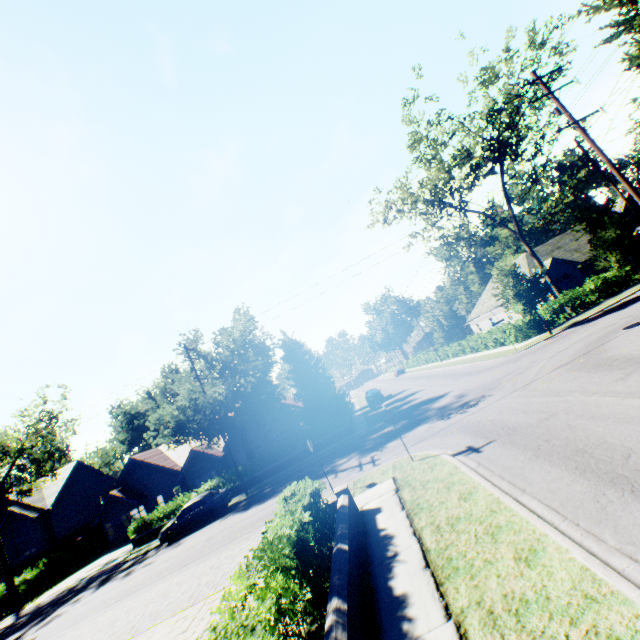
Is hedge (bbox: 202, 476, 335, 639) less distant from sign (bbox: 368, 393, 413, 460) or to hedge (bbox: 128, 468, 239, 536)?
sign (bbox: 368, 393, 413, 460)

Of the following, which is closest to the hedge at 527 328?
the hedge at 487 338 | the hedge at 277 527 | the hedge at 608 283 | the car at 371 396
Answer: the hedge at 608 283

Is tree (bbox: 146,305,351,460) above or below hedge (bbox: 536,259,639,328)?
above

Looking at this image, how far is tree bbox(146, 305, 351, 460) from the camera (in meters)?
25.36

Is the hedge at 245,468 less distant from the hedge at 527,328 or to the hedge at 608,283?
the hedge at 527,328

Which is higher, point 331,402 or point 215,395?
point 215,395

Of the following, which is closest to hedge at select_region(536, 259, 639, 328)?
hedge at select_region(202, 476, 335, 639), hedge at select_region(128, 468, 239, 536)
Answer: hedge at select_region(128, 468, 239, 536)

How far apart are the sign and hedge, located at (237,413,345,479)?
14.86m
